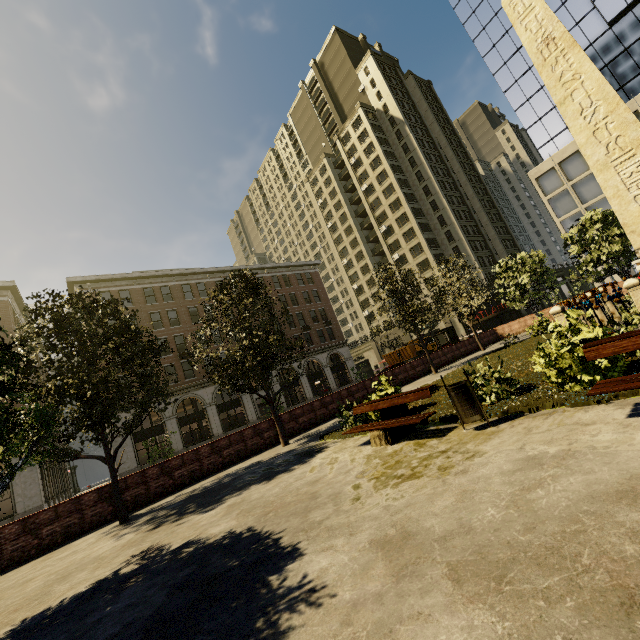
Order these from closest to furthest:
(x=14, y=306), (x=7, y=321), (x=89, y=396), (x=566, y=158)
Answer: (x=89, y=396) → (x=7, y=321) → (x=14, y=306) → (x=566, y=158)

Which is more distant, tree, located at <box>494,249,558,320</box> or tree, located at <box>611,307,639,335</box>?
tree, located at <box>494,249,558,320</box>

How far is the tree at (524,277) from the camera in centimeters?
2211cm

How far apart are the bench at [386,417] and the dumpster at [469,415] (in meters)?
0.53

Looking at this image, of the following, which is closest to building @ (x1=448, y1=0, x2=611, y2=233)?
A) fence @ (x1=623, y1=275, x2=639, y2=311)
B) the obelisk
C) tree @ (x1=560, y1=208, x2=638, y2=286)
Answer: tree @ (x1=560, y1=208, x2=638, y2=286)

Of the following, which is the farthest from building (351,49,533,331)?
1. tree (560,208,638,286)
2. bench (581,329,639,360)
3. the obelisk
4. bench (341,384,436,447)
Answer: the obelisk

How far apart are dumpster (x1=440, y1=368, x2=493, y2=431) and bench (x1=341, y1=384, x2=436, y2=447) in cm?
53

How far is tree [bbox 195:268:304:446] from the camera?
12.7m
